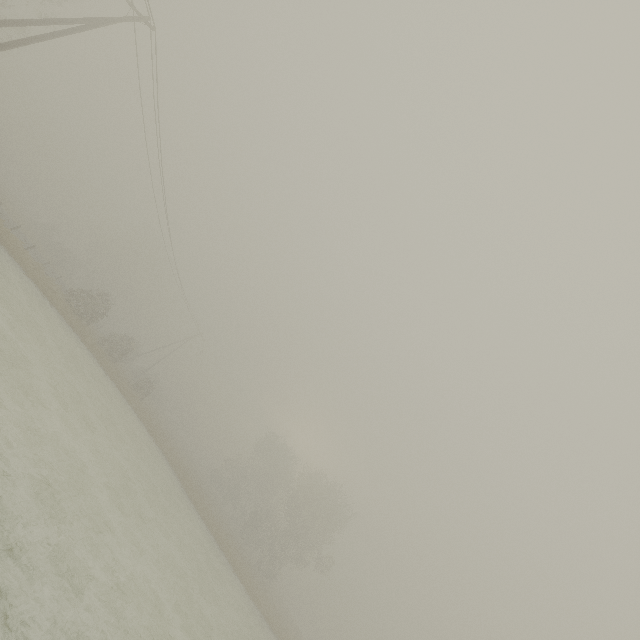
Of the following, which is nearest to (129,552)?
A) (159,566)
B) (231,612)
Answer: (159,566)

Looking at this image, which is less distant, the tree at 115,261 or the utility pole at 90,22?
the utility pole at 90,22

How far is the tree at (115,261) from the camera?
57.3m

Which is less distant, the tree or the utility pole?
the utility pole

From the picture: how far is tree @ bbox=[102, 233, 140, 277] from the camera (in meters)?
57.35
